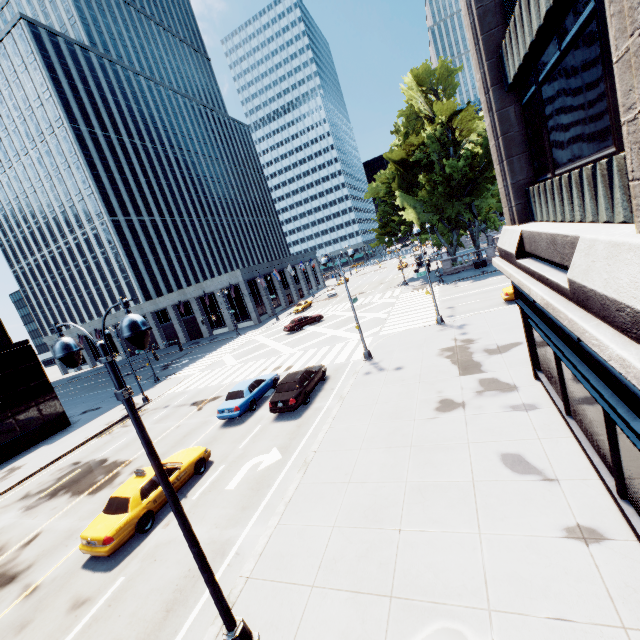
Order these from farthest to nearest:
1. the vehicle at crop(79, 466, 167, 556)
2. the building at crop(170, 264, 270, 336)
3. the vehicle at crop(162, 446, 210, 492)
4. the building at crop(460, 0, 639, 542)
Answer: the building at crop(170, 264, 270, 336)
the vehicle at crop(162, 446, 210, 492)
the vehicle at crop(79, 466, 167, 556)
the building at crop(460, 0, 639, 542)

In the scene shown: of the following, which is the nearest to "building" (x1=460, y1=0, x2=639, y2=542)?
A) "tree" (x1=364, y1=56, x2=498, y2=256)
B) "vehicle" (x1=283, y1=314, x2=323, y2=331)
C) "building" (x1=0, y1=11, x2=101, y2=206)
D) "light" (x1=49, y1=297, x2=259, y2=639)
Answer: "light" (x1=49, y1=297, x2=259, y2=639)

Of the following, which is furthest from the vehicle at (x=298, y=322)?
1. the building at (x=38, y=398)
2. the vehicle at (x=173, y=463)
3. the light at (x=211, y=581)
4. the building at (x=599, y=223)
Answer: the building at (x=599, y=223)

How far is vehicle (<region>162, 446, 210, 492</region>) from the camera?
13.02m

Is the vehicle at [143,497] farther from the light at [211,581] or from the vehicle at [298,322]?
the vehicle at [298,322]

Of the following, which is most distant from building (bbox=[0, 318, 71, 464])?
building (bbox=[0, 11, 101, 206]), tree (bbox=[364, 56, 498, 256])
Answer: tree (bbox=[364, 56, 498, 256])

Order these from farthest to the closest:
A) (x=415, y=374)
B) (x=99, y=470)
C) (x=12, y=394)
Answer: (x=12, y=394), (x=99, y=470), (x=415, y=374)

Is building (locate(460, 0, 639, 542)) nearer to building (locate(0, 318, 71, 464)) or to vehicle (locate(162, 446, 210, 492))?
vehicle (locate(162, 446, 210, 492))
